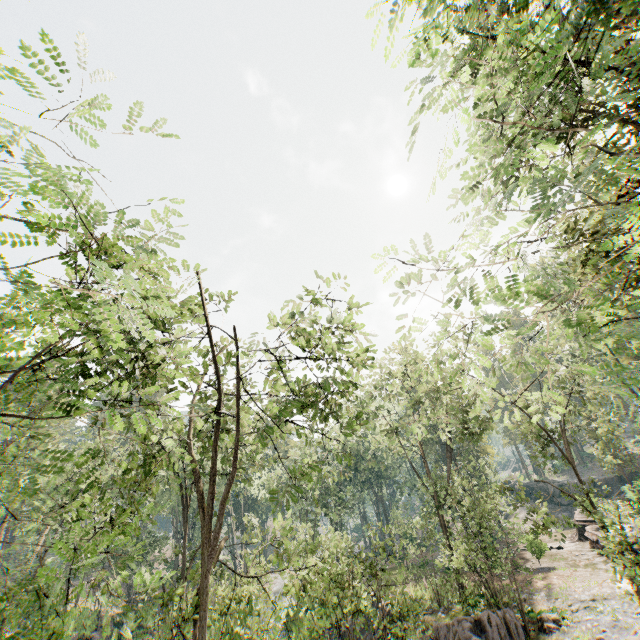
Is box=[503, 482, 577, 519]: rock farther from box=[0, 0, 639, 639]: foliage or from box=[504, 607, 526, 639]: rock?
box=[504, 607, 526, 639]: rock

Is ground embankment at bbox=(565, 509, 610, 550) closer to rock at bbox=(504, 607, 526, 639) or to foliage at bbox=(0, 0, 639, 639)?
foliage at bbox=(0, 0, 639, 639)

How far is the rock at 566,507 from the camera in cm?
4478

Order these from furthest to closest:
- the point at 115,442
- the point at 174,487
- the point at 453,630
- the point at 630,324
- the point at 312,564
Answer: the point at 630,324
the point at 115,442
the point at 453,630
the point at 312,564
the point at 174,487

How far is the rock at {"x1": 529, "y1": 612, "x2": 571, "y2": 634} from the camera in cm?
1850

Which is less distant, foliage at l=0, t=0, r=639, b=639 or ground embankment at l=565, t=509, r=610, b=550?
foliage at l=0, t=0, r=639, b=639

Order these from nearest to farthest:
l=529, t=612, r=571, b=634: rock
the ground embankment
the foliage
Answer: the foliage → l=529, t=612, r=571, b=634: rock → the ground embankment

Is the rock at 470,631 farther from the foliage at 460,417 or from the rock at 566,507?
the rock at 566,507
